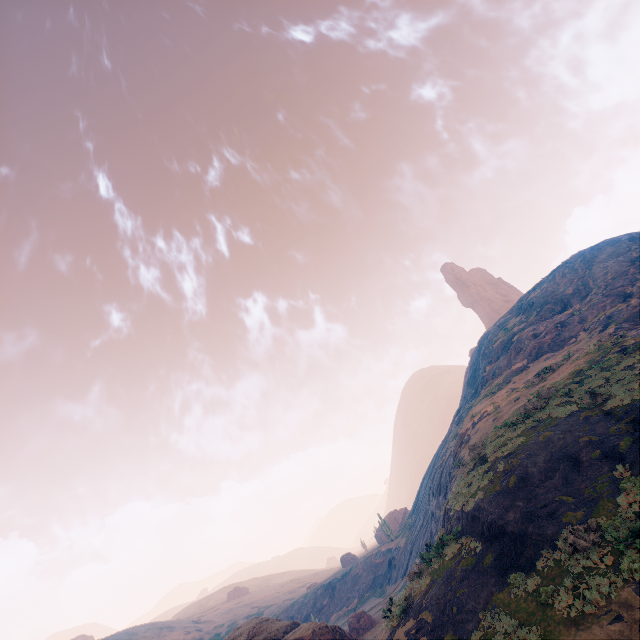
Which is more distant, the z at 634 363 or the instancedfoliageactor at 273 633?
the instancedfoliageactor at 273 633

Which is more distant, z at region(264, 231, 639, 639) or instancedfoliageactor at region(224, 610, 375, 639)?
instancedfoliageactor at region(224, 610, 375, 639)

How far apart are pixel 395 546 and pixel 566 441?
43.1 meters
